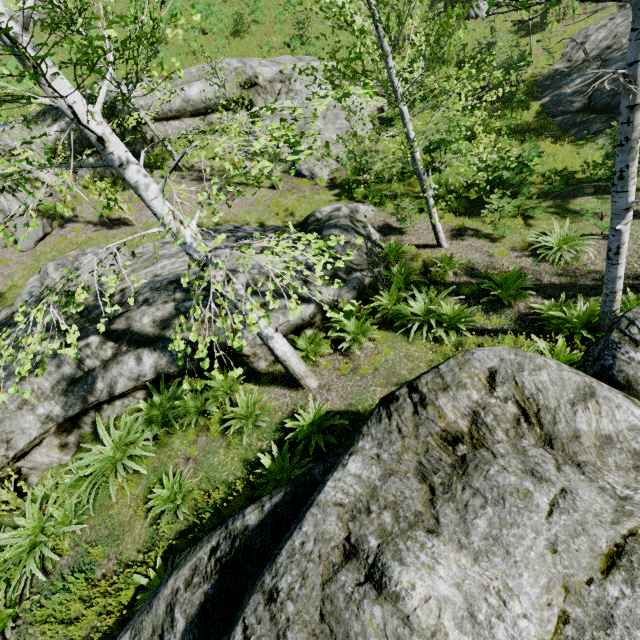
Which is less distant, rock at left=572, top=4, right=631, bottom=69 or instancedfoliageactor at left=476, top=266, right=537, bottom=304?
instancedfoliageactor at left=476, top=266, right=537, bottom=304

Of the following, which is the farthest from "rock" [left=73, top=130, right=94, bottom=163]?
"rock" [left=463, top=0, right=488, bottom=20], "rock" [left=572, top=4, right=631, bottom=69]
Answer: "rock" [left=463, top=0, right=488, bottom=20]

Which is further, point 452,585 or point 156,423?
point 156,423

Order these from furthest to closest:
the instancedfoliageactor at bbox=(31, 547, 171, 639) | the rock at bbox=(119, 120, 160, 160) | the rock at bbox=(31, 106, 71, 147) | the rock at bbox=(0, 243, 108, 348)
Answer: the rock at bbox=(119, 120, 160, 160)
the rock at bbox=(31, 106, 71, 147)
the rock at bbox=(0, 243, 108, 348)
the instancedfoliageactor at bbox=(31, 547, 171, 639)

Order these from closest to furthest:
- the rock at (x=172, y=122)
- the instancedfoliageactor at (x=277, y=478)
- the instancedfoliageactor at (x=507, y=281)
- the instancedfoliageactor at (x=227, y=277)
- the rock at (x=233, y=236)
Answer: the instancedfoliageactor at (x=227, y=277) < the instancedfoliageactor at (x=277, y=478) < the instancedfoliageactor at (x=507, y=281) < the rock at (x=233, y=236) < the rock at (x=172, y=122)

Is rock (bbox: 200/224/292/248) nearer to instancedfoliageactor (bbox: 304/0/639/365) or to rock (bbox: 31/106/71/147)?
instancedfoliageactor (bbox: 304/0/639/365)

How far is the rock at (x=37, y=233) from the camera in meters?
12.5

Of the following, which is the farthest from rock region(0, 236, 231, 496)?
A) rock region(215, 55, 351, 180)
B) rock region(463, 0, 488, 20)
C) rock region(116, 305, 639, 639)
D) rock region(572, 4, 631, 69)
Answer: rock region(463, 0, 488, 20)
